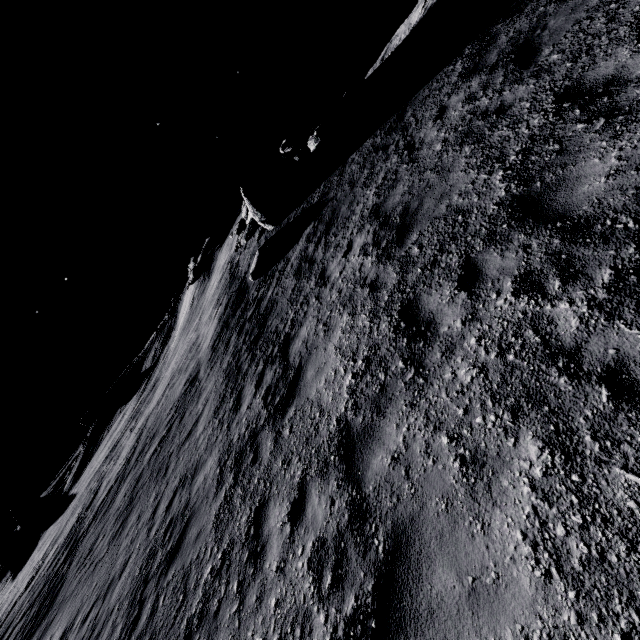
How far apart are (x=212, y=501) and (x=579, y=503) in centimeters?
662cm

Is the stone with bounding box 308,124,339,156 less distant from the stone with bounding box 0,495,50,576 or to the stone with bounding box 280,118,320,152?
the stone with bounding box 280,118,320,152

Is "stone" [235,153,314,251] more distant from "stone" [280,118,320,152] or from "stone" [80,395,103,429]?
"stone" [80,395,103,429]

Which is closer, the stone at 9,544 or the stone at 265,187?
the stone at 265,187

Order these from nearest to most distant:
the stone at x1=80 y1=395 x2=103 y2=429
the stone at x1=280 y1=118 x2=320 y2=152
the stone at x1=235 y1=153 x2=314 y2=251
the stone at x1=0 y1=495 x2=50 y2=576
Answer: the stone at x1=235 y1=153 x2=314 y2=251 → the stone at x1=280 y1=118 x2=320 y2=152 → the stone at x1=0 y1=495 x2=50 y2=576 → the stone at x1=80 y1=395 x2=103 y2=429

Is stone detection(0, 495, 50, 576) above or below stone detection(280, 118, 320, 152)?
above

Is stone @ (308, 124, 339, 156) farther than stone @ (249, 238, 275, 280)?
Yes

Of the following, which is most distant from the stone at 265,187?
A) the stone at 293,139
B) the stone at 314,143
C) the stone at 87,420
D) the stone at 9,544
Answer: the stone at 9,544
